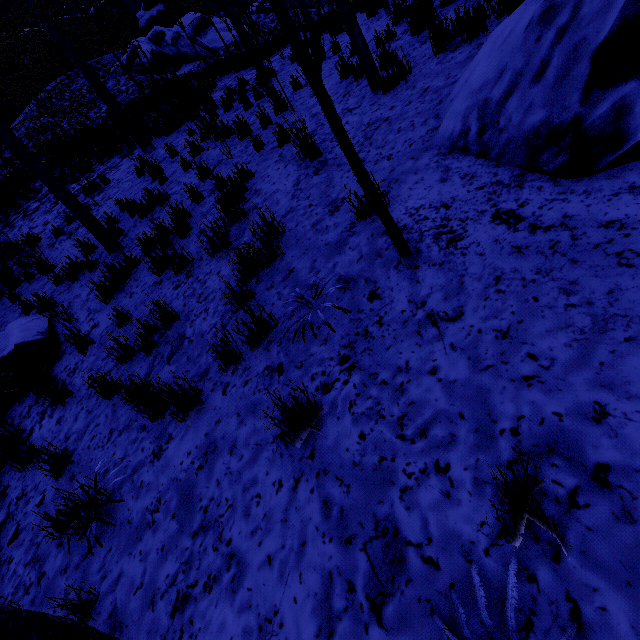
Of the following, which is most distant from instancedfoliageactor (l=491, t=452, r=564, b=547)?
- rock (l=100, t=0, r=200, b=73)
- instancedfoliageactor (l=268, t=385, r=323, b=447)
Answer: rock (l=100, t=0, r=200, b=73)

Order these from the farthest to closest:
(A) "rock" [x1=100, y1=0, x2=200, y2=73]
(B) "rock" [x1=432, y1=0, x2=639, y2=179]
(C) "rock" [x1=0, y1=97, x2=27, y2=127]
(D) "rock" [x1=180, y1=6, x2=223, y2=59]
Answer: (C) "rock" [x1=0, y1=97, x2=27, y2=127] → (D) "rock" [x1=180, y1=6, x2=223, y2=59] → (A) "rock" [x1=100, y1=0, x2=200, y2=73] → (B) "rock" [x1=432, y1=0, x2=639, y2=179]

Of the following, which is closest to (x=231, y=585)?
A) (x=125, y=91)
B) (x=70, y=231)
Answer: (x=70, y=231)

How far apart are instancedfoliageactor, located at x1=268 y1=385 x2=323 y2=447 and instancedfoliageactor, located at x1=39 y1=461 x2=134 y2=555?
1.92m

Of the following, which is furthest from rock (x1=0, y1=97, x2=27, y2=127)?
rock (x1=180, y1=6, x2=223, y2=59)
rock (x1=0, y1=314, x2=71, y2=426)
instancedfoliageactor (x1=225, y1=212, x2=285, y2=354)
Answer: instancedfoliageactor (x1=225, y1=212, x2=285, y2=354)

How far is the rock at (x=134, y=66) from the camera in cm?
2188

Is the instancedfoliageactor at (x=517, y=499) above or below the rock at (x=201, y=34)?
below

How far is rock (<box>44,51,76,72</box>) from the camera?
25.10m
